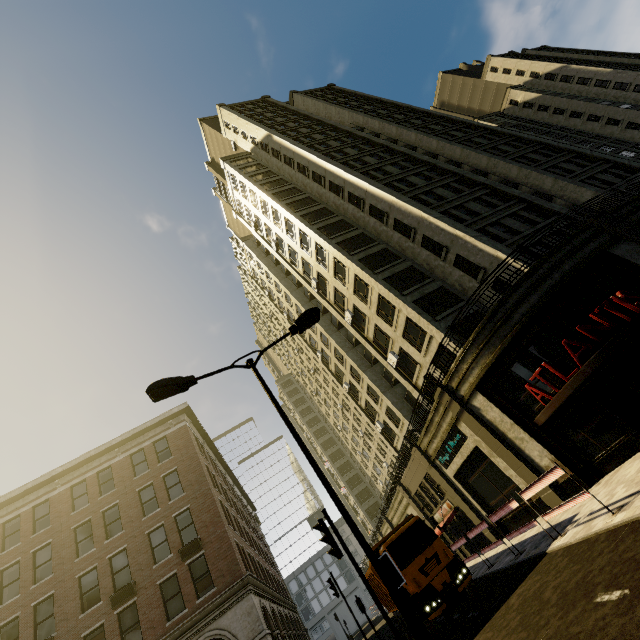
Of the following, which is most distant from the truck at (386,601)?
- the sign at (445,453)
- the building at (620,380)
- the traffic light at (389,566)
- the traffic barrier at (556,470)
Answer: the traffic light at (389,566)

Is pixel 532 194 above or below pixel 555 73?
below

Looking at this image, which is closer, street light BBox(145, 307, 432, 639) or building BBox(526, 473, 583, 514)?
street light BBox(145, 307, 432, 639)

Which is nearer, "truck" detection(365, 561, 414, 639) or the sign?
"truck" detection(365, 561, 414, 639)

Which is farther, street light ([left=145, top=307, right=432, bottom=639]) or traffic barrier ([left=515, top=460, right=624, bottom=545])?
traffic barrier ([left=515, top=460, right=624, bottom=545])

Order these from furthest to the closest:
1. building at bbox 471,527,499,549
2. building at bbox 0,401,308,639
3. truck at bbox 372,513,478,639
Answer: building at bbox 471,527,499,549, building at bbox 0,401,308,639, truck at bbox 372,513,478,639

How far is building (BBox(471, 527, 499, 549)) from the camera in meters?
19.4

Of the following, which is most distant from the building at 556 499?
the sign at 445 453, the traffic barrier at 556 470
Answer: the traffic barrier at 556 470
